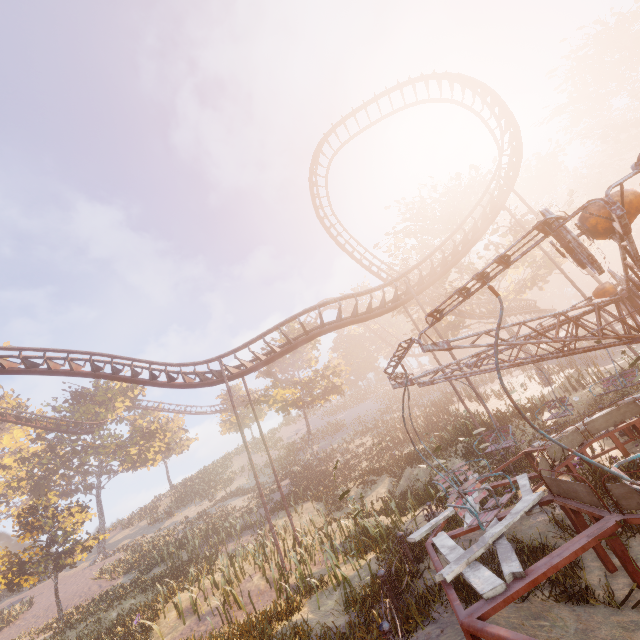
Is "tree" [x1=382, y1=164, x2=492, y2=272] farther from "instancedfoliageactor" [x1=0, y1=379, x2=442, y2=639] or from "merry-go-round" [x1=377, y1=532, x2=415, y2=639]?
"instancedfoliageactor" [x1=0, y1=379, x2=442, y2=639]

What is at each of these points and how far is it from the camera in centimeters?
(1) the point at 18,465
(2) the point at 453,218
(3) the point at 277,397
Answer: (1) instancedfoliageactor, 3753cm
(2) tree, 2664cm
(3) tree, 3228cm

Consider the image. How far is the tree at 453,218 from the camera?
26.5 meters

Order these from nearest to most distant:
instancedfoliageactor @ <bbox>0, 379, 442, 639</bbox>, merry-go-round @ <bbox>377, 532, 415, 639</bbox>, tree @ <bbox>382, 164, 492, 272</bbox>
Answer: merry-go-round @ <bbox>377, 532, 415, 639</bbox> < instancedfoliageactor @ <bbox>0, 379, 442, 639</bbox> < tree @ <bbox>382, 164, 492, 272</bbox>

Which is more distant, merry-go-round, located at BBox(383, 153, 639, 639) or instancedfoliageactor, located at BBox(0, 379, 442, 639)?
instancedfoliageactor, located at BBox(0, 379, 442, 639)

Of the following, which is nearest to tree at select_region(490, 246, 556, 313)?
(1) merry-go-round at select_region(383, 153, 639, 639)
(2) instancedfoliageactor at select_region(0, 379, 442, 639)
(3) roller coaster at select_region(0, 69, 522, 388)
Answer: (3) roller coaster at select_region(0, 69, 522, 388)

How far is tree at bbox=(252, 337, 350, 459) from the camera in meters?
33.5 m
